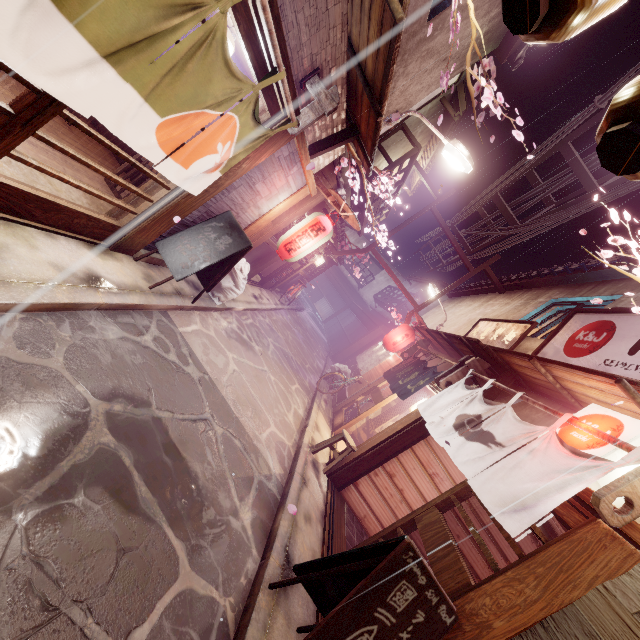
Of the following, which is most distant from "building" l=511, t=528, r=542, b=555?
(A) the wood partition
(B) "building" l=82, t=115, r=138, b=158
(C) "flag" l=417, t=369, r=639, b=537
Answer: (B) "building" l=82, t=115, r=138, b=158

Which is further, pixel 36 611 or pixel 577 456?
pixel 577 456

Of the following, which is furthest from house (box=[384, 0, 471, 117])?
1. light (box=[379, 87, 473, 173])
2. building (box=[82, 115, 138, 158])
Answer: building (box=[82, 115, 138, 158])

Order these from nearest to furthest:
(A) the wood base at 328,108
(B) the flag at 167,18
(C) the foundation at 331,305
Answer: (B) the flag at 167,18
(A) the wood base at 328,108
(C) the foundation at 331,305

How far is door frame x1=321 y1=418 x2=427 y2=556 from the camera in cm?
861

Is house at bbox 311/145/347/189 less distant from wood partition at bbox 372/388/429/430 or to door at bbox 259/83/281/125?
door at bbox 259/83/281/125

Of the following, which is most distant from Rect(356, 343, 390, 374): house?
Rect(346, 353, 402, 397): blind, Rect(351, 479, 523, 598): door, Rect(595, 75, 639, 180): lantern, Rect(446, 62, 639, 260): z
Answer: Rect(595, 75, 639, 180): lantern

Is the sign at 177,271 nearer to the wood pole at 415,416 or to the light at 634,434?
the wood pole at 415,416
